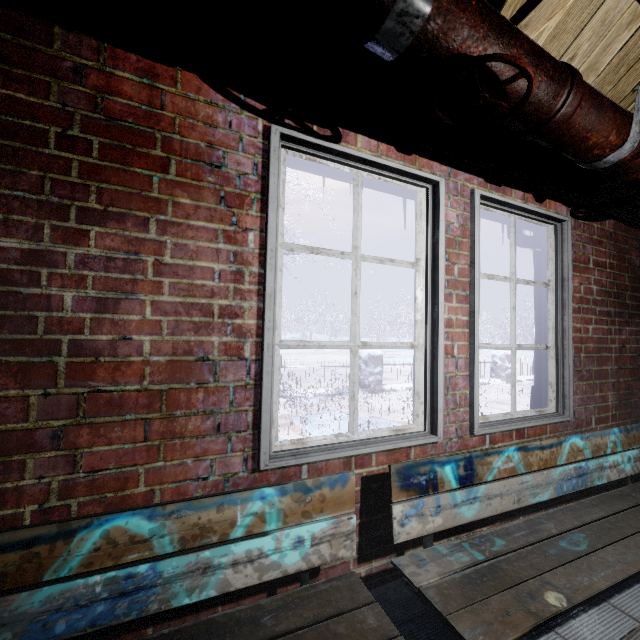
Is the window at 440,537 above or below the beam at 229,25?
below

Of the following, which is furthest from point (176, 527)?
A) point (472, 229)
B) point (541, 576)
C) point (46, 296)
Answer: point (472, 229)

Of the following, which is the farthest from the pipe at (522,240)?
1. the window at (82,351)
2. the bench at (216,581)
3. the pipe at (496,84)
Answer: the bench at (216,581)

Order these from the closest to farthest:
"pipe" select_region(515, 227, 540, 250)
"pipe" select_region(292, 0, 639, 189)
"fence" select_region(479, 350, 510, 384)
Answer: "pipe" select_region(292, 0, 639, 189), "pipe" select_region(515, 227, 540, 250), "fence" select_region(479, 350, 510, 384)

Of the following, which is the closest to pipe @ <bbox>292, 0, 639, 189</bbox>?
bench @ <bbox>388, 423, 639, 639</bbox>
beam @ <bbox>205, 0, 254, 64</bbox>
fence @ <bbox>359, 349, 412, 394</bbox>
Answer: beam @ <bbox>205, 0, 254, 64</bbox>

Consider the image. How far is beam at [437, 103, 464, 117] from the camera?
1.38m

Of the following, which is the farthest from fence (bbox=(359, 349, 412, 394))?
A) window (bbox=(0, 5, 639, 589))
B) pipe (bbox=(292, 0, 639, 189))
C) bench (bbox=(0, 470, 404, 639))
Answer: pipe (bbox=(292, 0, 639, 189))
